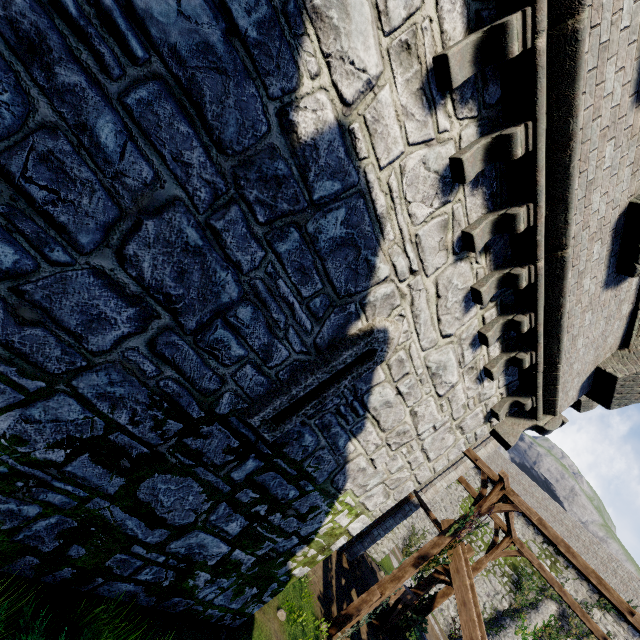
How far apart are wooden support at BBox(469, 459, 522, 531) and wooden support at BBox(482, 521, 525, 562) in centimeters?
337cm

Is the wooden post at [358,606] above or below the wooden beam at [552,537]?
below

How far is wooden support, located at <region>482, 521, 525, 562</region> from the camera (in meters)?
14.43

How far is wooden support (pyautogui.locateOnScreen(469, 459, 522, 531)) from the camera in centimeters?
1095cm

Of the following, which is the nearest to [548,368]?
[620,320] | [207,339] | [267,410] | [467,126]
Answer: [620,320]

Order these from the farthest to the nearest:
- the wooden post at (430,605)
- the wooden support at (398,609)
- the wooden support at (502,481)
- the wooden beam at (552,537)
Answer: the wooden post at (430,605), the wooden support at (398,609), the wooden support at (502,481), the wooden beam at (552,537)

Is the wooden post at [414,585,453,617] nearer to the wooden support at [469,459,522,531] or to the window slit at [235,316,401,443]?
the wooden support at [469,459,522,531]

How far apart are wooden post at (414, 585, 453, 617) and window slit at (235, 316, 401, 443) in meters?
15.5
